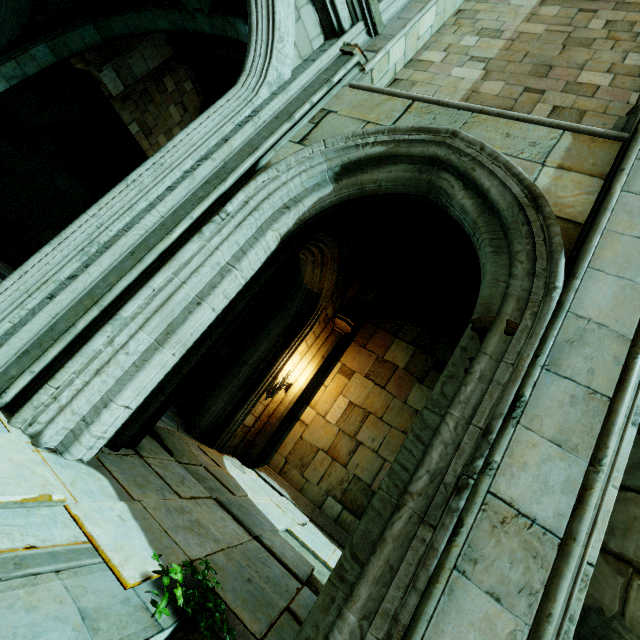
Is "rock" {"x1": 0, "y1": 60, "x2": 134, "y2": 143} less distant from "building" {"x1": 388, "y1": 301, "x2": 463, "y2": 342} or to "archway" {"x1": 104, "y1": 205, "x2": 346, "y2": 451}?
"building" {"x1": 388, "y1": 301, "x2": 463, "y2": 342}

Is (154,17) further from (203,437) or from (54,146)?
(203,437)

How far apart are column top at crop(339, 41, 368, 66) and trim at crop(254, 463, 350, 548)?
8.4m

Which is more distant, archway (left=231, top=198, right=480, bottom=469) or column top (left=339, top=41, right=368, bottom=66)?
archway (left=231, top=198, right=480, bottom=469)

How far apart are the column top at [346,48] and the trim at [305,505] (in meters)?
8.43

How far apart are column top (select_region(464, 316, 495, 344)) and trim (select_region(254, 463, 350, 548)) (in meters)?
5.90

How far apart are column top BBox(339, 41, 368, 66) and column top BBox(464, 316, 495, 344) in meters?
4.4 m

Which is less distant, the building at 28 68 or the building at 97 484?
the building at 97 484
